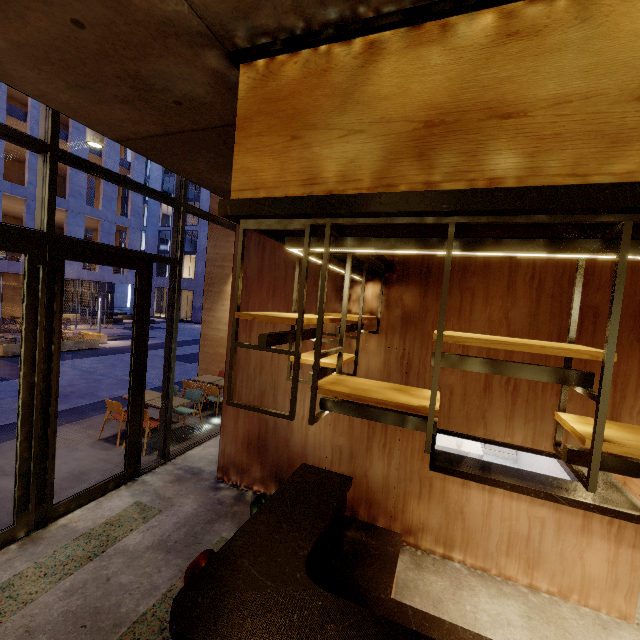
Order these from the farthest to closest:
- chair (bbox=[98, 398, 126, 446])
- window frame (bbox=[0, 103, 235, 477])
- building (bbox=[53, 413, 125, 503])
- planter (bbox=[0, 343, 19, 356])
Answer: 1. planter (bbox=[0, 343, 19, 356])
2. chair (bbox=[98, 398, 126, 446])
3. building (bbox=[53, 413, 125, 503])
4. window frame (bbox=[0, 103, 235, 477])

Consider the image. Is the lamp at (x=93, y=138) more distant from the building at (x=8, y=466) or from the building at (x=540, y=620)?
the building at (x=8, y=466)

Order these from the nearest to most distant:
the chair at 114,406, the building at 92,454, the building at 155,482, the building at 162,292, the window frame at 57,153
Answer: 1. the building at 155,482
2. the window frame at 57,153
3. the building at 92,454
4. the chair at 114,406
5. the building at 162,292

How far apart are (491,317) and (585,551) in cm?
277

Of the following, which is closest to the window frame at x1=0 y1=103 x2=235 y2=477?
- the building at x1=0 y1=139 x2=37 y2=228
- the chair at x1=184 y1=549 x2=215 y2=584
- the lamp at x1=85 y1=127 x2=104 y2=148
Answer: the lamp at x1=85 y1=127 x2=104 y2=148

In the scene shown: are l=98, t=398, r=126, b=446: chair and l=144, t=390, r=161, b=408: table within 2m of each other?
yes

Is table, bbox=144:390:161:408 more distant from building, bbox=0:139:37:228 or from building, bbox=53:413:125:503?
building, bbox=0:139:37:228

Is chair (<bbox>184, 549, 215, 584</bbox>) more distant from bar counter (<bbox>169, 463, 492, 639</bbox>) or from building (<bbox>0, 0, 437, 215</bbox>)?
building (<bbox>0, 0, 437, 215</bbox>)
